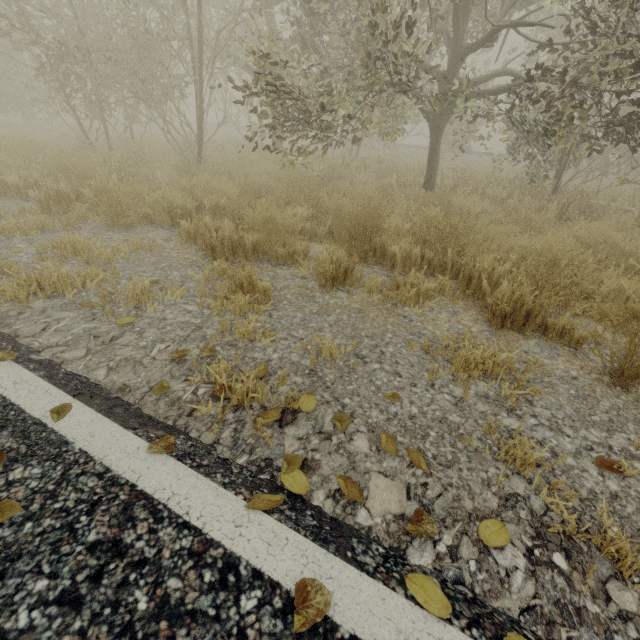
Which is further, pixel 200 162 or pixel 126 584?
pixel 200 162

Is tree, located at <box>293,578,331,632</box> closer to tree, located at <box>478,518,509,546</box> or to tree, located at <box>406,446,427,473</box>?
tree, located at <box>406,446,427,473</box>

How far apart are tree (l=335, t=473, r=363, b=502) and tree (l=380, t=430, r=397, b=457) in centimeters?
27cm

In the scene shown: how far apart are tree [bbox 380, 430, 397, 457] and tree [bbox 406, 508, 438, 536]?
0.5m

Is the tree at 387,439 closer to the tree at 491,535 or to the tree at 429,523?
the tree at 429,523

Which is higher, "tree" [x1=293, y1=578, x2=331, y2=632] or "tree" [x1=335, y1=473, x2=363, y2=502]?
"tree" [x1=293, y1=578, x2=331, y2=632]

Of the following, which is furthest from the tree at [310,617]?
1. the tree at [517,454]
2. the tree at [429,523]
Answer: the tree at [517,454]

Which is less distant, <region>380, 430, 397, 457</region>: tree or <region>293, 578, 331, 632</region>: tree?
<region>293, 578, 331, 632</region>: tree
